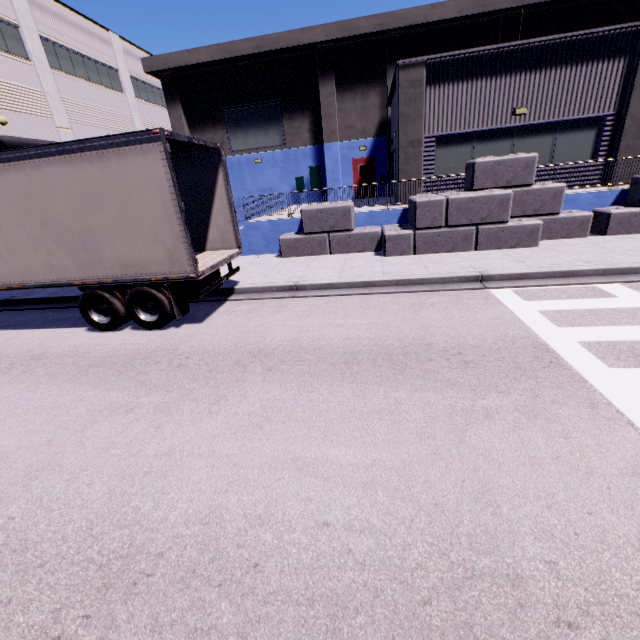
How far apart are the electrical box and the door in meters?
2.1

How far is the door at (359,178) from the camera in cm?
2070

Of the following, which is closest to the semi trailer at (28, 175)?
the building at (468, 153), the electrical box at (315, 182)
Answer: the building at (468, 153)

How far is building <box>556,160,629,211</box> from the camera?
11.4m

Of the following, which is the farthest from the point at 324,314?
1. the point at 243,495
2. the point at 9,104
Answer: the point at 9,104

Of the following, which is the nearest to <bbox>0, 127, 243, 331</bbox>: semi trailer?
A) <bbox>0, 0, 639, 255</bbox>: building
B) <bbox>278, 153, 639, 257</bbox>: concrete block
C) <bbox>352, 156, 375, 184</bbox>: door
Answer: <bbox>0, 0, 639, 255</bbox>: building

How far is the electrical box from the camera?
21.3m

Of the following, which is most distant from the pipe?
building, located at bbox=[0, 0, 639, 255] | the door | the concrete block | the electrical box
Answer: the door
